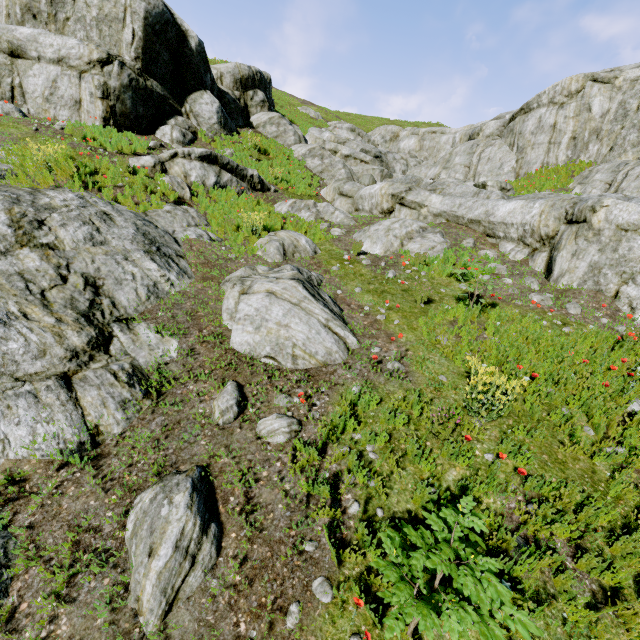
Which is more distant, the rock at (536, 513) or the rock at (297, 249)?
the rock at (297, 249)

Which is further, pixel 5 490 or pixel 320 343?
pixel 320 343

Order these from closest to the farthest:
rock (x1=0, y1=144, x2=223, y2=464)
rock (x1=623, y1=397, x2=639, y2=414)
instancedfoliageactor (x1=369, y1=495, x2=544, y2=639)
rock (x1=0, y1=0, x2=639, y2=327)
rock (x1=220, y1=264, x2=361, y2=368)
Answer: instancedfoliageactor (x1=369, y1=495, x2=544, y2=639) → rock (x1=0, y1=144, x2=223, y2=464) → rock (x1=623, y1=397, x2=639, y2=414) → rock (x1=220, y1=264, x2=361, y2=368) → rock (x1=0, y1=0, x2=639, y2=327)

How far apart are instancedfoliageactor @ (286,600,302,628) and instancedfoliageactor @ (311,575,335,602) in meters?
0.2

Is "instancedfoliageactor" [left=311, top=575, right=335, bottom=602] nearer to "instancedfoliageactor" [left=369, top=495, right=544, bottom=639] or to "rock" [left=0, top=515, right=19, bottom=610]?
"rock" [left=0, top=515, right=19, bottom=610]

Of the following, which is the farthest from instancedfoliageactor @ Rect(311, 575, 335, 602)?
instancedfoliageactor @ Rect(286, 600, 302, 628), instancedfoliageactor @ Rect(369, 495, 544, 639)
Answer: instancedfoliageactor @ Rect(369, 495, 544, 639)

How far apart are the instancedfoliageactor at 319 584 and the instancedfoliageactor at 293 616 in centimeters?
19cm

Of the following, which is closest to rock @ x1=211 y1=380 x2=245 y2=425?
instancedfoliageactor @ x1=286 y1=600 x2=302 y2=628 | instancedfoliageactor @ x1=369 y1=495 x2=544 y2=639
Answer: instancedfoliageactor @ x1=369 y1=495 x2=544 y2=639
